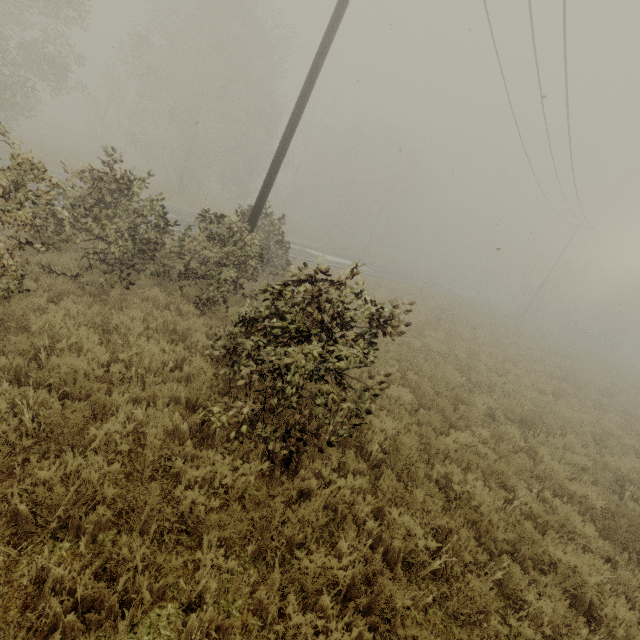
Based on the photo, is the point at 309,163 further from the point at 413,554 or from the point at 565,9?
the point at 413,554
